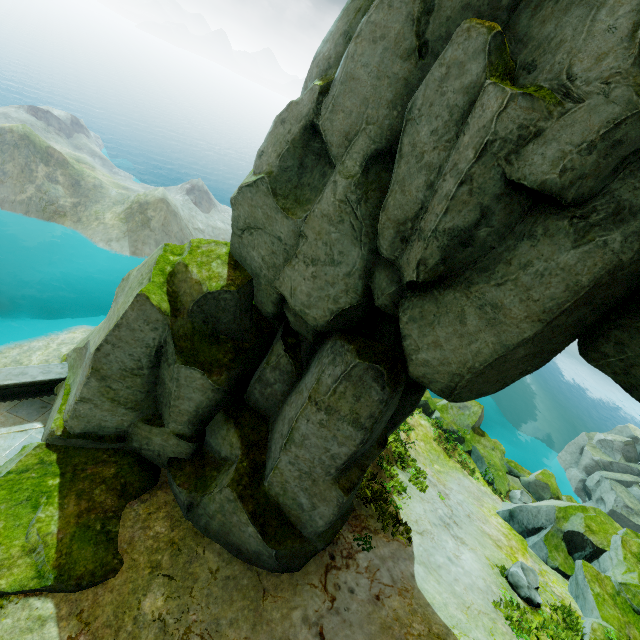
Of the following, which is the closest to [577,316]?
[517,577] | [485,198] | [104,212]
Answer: [485,198]

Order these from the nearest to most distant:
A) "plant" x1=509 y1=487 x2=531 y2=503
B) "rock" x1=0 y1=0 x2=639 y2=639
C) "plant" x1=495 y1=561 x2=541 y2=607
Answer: "rock" x1=0 y1=0 x2=639 y2=639, "plant" x1=495 y1=561 x2=541 y2=607, "plant" x1=509 y1=487 x2=531 y2=503

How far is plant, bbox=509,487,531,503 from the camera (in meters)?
19.80

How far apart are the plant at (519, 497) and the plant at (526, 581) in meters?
9.8

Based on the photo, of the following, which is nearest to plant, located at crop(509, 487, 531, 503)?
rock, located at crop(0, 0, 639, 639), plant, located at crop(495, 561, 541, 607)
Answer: rock, located at crop(0, 0, 639, 639)

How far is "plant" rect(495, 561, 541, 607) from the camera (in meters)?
10.46

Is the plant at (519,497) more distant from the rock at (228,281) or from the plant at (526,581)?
the plant at (526,581)

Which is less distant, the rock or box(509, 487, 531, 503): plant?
the rock
